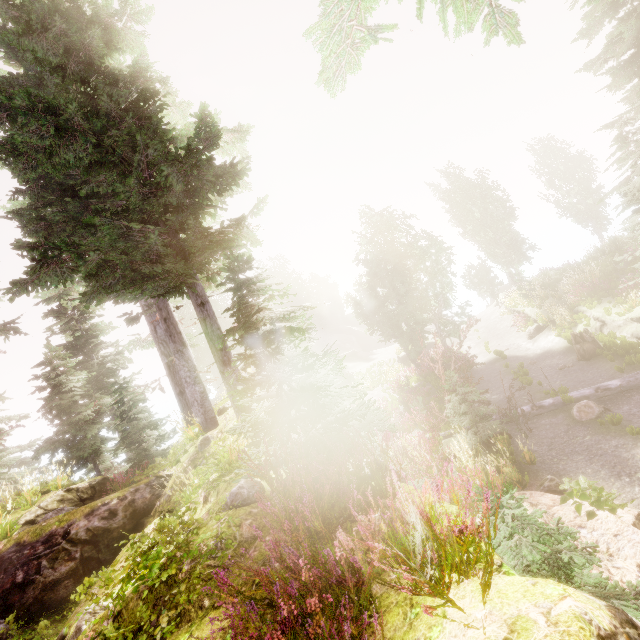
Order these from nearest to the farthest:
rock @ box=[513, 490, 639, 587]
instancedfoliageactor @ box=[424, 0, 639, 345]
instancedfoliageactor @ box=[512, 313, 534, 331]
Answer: rock @ box=[513, 490, 639, 587] < instancedfoliageactor @ box=[424, 0, 639, 345] < instancedfoliageactor @ box=[512, 313, 534, 331]

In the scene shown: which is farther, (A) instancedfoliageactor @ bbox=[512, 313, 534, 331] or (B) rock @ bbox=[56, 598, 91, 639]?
(A) instancedfoliageactor @ bbox=[512, 313, 534, 331]

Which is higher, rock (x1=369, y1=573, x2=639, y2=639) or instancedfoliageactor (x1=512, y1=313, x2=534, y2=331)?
rock (x1=369, y1=573, x2=639, y2=639)

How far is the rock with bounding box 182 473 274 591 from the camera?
3.1m

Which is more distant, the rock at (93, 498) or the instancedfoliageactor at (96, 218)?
the rock at (93, 498)

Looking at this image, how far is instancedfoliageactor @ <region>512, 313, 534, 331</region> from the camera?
20.6m

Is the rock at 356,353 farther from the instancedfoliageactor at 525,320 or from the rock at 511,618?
the rock at 511,618

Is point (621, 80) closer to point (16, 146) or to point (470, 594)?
point (470, 594)
